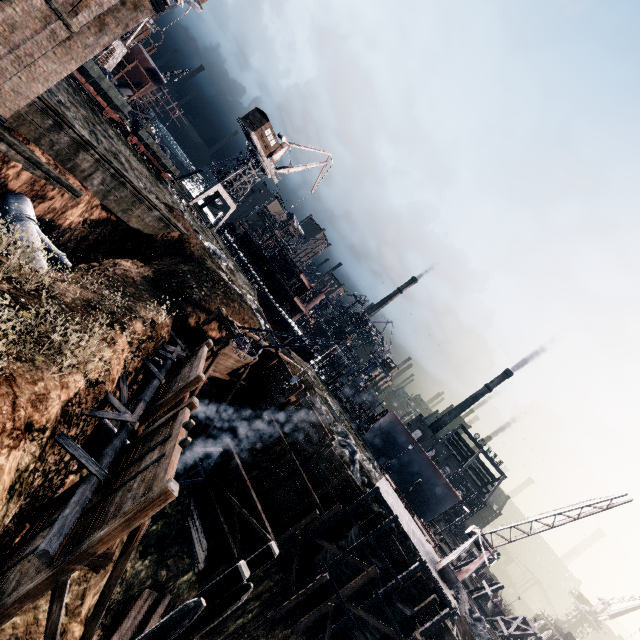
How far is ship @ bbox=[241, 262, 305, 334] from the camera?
55.7 meters

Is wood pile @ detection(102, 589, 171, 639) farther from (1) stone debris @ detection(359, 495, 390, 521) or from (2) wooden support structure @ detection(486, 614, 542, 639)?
(2) wooden support structure @ detection(486, 614, 542, 639)

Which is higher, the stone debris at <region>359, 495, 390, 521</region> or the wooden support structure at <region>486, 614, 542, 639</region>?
the wooden support structure at <region>486, 614, 542, 639</region>

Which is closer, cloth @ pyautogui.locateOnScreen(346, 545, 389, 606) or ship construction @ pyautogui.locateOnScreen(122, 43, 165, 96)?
cloth @ pyautogui.locateOnScreen(346, 545, 389, 606)

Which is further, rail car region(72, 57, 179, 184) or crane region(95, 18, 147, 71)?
crane region(95, 18, 147, 71)

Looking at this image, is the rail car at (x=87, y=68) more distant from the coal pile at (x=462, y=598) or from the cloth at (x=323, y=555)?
the coal pile at (x=462, y=598)

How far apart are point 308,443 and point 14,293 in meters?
23.1

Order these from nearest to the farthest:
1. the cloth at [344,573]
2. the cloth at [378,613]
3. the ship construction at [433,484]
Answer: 1. the cloth at [378,613]
2. the cloth at [344,573]
3. the ship construction at [433,484]
